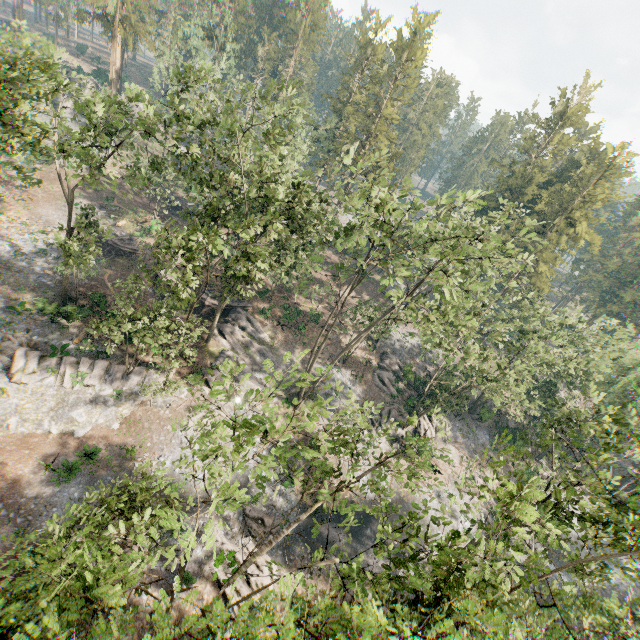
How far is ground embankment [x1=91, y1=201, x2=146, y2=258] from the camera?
38.1 meters

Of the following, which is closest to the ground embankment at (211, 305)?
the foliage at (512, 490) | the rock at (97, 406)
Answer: the foliage at (512, 490)

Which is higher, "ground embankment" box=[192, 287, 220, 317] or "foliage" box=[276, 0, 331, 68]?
"foliage" box=[276, 0, 331, 68]

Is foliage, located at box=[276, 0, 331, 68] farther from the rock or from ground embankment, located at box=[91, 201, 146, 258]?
ground embankment, located at box=[91, 201, 146, 258]

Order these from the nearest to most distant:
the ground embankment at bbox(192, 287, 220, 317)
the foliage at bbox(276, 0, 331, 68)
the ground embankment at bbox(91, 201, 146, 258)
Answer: the ground embankment at bbox(192, 287, 220, 317), the ground embankment at bbox(91, 201, 146, 258), the foliage at bbox(276, 0, 331, 68)

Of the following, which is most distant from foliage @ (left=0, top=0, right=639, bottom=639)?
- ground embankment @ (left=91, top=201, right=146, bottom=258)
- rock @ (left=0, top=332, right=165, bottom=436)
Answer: ground embankment @ (left=91, top=201, right=146, bottom=258)

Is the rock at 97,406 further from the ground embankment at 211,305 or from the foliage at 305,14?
the ground embankment at 211,305

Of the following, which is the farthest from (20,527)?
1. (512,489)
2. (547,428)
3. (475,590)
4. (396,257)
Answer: (547,428)
